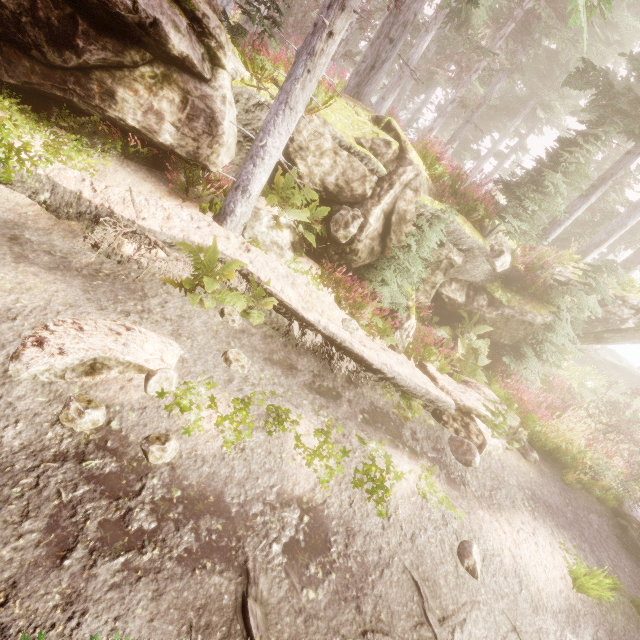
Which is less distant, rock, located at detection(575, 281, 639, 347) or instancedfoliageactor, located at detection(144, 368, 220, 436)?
instancedfoliageactor, located at detection(144, 368, 220, 436)

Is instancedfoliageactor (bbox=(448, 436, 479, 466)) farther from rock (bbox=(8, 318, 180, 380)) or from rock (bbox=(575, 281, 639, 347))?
rock (bbox=(8, 318, 180, 380))

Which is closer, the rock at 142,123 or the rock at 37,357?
the rock at 37,357

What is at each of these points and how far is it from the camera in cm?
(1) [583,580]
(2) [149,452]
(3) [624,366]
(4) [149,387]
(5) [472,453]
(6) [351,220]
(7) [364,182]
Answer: (1) instancedfoliageactor, 516
(2) instancedfoliageactor, 363
(3) rock, 3422
(4) instancedfoliageactor, 408
(5) instancedfoliageactor, 666
(6) instancedfoliageactor, 732
(7) rock, 749

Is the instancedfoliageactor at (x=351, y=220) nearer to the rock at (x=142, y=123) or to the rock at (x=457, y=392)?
the rock at (x=142, y=123)

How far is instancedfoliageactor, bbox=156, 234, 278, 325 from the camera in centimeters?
545cm

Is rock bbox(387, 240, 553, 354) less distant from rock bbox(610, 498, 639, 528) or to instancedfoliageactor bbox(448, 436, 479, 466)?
instancedfoliageactor bbox(448, 436, 479, 466)

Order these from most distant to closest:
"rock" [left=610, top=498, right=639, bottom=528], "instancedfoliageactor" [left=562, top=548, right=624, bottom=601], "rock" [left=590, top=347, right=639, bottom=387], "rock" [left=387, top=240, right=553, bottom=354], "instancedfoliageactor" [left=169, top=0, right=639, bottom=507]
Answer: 1. "rock" [left=590, top=347, right=639, bottom=387]
2. "rock" [left=387, top=240, right=553, bottom=354]
3. "rock" [left=610, top=498, right=639, bottom=528]
4. "instancedfoliageactor" [left=169, top=0, right=639, bottom=507]
5. "instancedfoliageactor" [left=562, top=548, right=624, bottom=601]
